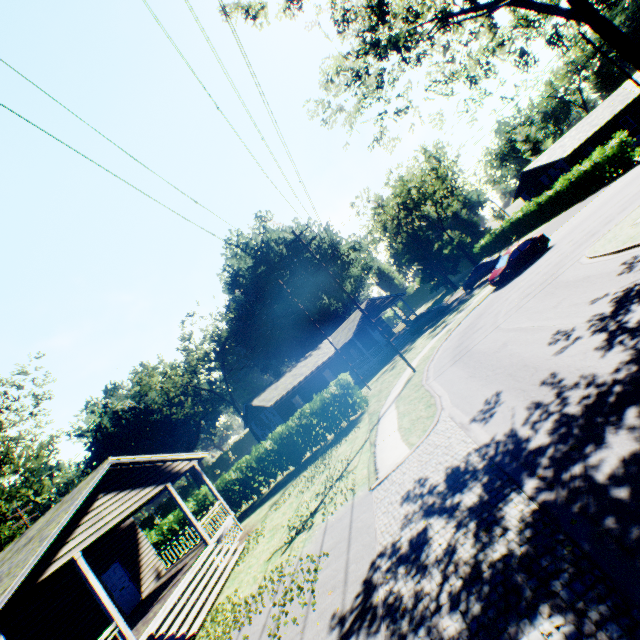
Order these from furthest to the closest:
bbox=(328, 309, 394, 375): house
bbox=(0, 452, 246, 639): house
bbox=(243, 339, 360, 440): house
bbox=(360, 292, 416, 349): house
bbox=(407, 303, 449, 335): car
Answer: bbox=(360, 292, 416, 349): house, bbox=(328, 309, 394, 375): house, bbox=(243, 339, 360, 440): house, bbox=(407, 303, 449, 335): car, bbox=(0, 452, 246, 639): house

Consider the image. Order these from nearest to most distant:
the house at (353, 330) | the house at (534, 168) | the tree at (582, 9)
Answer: the tree at (582, 9) < the house at (353, 330) < the house at (534, 168)

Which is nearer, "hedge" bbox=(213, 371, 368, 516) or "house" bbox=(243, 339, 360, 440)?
"hedge" bbox=(213, 371, 368, 516)

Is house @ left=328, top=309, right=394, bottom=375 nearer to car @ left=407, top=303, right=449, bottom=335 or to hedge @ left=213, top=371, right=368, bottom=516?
car @ left=407, top=303, right=449, bottom=335

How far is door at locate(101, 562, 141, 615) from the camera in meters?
15.1

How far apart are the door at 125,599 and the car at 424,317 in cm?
2872

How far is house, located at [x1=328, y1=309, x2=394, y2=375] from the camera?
34.9m

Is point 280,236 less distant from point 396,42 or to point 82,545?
point 396,42
